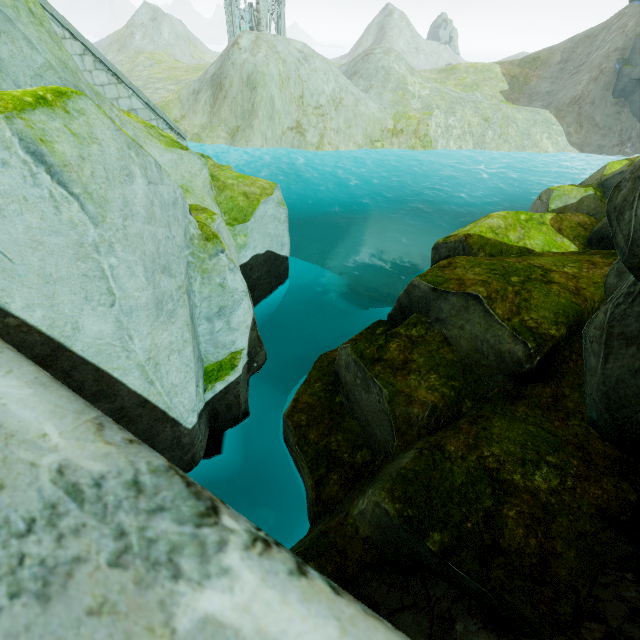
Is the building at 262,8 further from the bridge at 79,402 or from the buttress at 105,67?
the bridge at 79,402

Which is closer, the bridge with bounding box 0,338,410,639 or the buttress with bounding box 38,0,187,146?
the bridge with bounding box 0,338,410,639

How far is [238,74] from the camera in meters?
31.1

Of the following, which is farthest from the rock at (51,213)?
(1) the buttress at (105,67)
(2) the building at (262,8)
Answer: (2) the building at (262,8)

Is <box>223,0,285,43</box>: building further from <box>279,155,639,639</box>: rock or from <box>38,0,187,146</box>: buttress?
<box>38,0,187,146</box>: buttress

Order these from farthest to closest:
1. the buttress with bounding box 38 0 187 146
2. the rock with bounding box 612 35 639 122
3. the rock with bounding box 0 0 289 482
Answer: the rock with bounding box 612 35 639 122
the buttress with bounding box 38 0 187 146
the rock with bounding box 0 0 289 482

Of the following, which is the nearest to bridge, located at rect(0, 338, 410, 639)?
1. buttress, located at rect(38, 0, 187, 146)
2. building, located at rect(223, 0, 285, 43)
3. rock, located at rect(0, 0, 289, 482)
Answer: rock, located at rect(0, 0, 289, 482)
